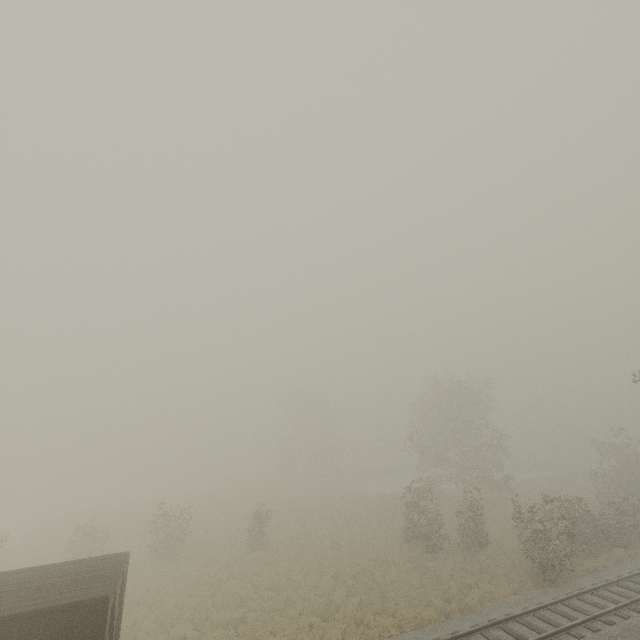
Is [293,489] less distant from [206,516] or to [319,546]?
[206,516]

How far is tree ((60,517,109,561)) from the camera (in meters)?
23.62

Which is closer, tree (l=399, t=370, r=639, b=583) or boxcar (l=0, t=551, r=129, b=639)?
boxcar (l=0, t=551, r=129, b=639)

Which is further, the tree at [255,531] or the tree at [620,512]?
the tree at [255,531]

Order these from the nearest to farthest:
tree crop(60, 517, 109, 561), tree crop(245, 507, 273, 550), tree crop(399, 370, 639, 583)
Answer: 1. tree crop(399, 370, 639, 583)
2. tree crop(60, 517, 109, 561)
3. tree crop(245, 507, 273, 550)

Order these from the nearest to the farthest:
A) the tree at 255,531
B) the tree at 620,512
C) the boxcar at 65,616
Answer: the boxcar at 65,616
the tree at 620,512
the tree at 255,531

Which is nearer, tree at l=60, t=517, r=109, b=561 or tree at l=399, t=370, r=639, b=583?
tree at l=399, t=370, r=639, b=583
